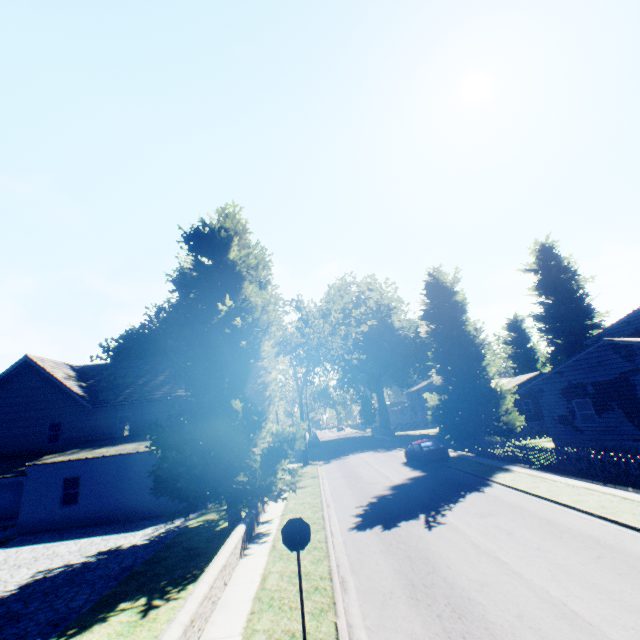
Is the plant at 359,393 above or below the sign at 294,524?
above

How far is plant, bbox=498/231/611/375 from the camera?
41.6m

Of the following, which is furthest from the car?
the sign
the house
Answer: the sign

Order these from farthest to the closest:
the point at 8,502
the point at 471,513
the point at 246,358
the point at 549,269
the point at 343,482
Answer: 1. the point at 549,269
2. the point at 8,502
3. the point at 343,482
4. the point at 246,358
5. the point at 471,513

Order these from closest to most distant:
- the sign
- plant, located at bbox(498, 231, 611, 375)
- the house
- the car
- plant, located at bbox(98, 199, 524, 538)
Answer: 1. the sign
2. plant, located at bbox(98, 199, 524, 538)
3. the house
4. the car
5. plant, located at bbox(498, 231, 611, 375)

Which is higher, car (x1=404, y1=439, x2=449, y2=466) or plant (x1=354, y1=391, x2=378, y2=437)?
plant (x1=354, y1=391, x2=378, y2=437)

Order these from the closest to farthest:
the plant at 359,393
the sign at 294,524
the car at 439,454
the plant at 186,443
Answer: the sign at 294,524, the plant at 186,443, the car at 439,454, the plant at 359,393
